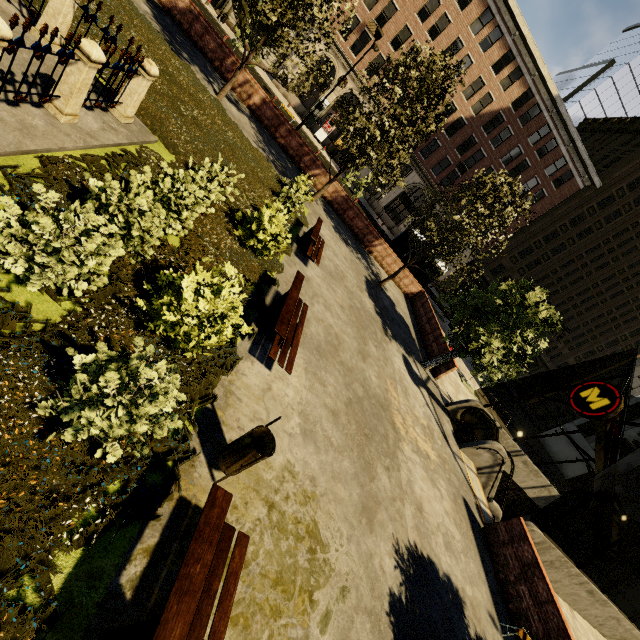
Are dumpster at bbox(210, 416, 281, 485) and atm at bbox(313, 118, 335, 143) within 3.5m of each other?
no

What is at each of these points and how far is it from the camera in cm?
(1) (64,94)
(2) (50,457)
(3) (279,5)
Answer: (1) fence, 536
(2) plant, 296
(3) tree, 1267

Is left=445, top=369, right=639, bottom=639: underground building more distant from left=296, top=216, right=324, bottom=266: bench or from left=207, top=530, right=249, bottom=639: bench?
left=207, top=530, right=249, bottom=639: bench

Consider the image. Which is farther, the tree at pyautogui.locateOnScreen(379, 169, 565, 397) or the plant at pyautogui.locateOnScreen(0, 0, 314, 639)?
the tree at pyautogui.locateOnScreen(379, 169, 565, 397)

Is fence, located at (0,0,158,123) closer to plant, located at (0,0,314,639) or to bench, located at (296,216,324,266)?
plant, located at (0,0,314,639)

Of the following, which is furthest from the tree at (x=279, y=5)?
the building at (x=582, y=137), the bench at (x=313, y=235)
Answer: the building at (x=582, y=137)

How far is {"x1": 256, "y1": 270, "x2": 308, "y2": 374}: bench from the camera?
6.0 meters

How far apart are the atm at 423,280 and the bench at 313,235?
11.1 meters
